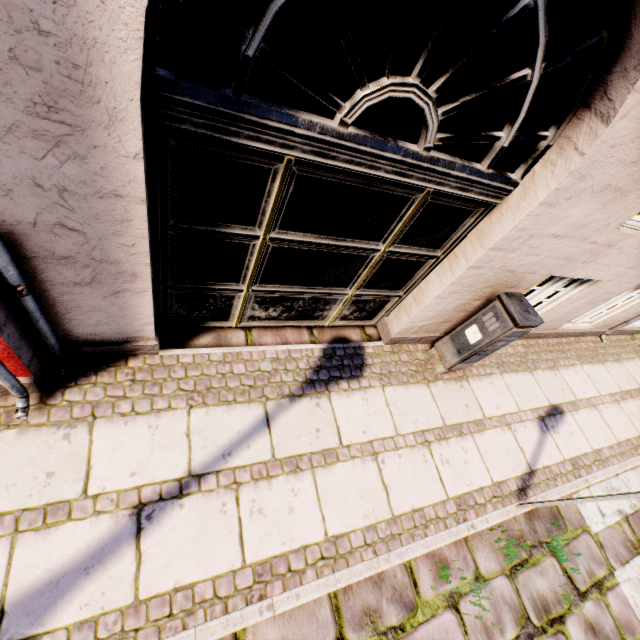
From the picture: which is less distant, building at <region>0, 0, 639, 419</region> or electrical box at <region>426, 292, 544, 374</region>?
building at <region>0, 0, 639, 419</region>

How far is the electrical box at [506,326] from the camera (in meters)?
3.06

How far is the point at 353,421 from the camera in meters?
3.2

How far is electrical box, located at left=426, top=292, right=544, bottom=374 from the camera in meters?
3.1

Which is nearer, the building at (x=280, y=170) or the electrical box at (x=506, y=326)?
the building at (x=280, y=170)
